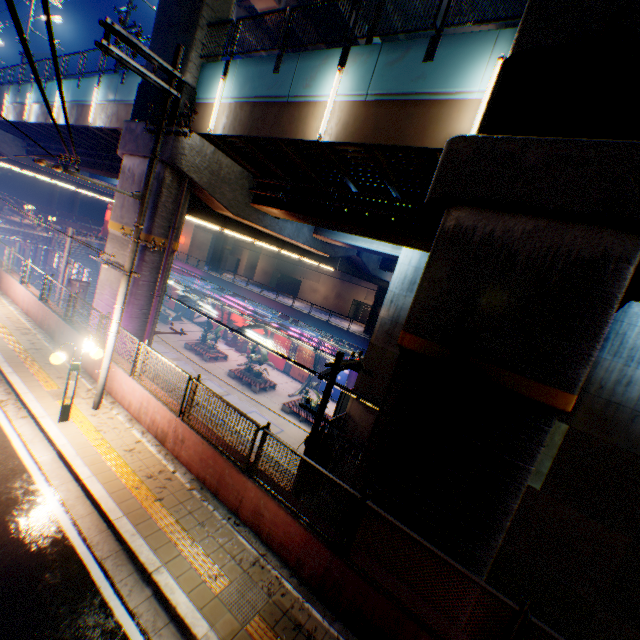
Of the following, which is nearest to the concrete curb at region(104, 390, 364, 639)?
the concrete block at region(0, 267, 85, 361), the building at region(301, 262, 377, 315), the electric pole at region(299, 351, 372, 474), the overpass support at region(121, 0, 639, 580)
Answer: the concrete block at region(0, 267, 85, 361)

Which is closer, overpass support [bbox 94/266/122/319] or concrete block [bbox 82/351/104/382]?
concrete block [bbox 82/351/104/382]

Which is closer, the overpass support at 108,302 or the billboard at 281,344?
the overpass support at 108,302

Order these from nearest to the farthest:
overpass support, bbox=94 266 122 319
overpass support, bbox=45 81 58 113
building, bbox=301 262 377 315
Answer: overpass support, bbox=94 266 122 319, overpass support, bbox=45 81 58 113, building, bbox=301 262 377 315

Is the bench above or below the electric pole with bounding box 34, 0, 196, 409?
below

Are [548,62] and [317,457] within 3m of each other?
no

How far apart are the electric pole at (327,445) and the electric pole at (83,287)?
15.7 meters

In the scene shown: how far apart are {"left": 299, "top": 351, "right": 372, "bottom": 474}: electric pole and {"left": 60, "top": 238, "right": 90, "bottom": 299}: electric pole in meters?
15.7 m
